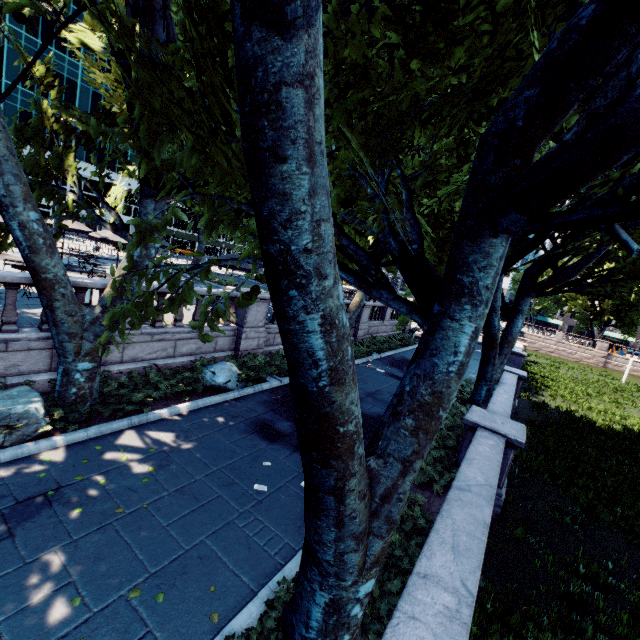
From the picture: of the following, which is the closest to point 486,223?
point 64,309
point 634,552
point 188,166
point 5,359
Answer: point 188,166

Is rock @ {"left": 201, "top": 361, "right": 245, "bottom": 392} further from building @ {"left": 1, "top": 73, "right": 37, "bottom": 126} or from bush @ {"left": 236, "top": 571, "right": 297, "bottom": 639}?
building @ {"left": 1, "top": 73, "right": 37, "bottom": 126}

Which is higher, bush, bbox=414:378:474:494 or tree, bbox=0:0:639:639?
tree, bbox=0:0:639:639

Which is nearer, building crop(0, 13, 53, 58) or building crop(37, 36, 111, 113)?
building crop(0, 13, 53, 58)

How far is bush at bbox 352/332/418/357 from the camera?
19.9m

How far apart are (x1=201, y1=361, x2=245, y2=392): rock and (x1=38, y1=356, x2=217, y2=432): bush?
0.92m

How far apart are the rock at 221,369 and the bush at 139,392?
0.9 meters

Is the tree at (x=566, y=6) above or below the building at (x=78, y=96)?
below
